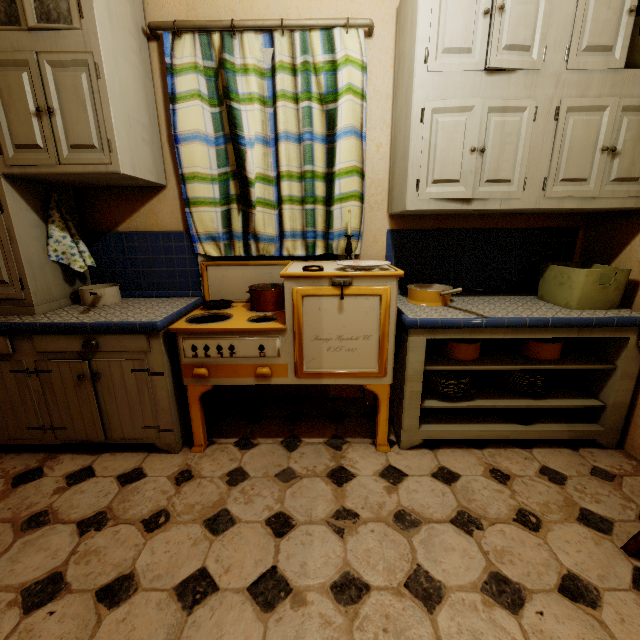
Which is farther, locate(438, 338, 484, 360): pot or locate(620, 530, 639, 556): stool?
locate(438, 338, 484, 360): pot

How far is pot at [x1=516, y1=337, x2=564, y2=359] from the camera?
1.8m

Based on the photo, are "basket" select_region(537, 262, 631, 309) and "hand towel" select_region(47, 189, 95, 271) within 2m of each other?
no

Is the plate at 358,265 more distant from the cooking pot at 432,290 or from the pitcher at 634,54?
the pitcher at 634,54

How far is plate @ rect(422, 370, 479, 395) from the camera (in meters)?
1.91

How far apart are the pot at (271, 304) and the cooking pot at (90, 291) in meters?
0.8 m

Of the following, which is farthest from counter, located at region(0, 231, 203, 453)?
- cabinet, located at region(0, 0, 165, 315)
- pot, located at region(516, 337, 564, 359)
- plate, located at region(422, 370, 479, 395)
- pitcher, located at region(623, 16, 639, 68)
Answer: pitcher, located at region(623, 16, 639, 68)

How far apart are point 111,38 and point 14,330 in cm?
152
